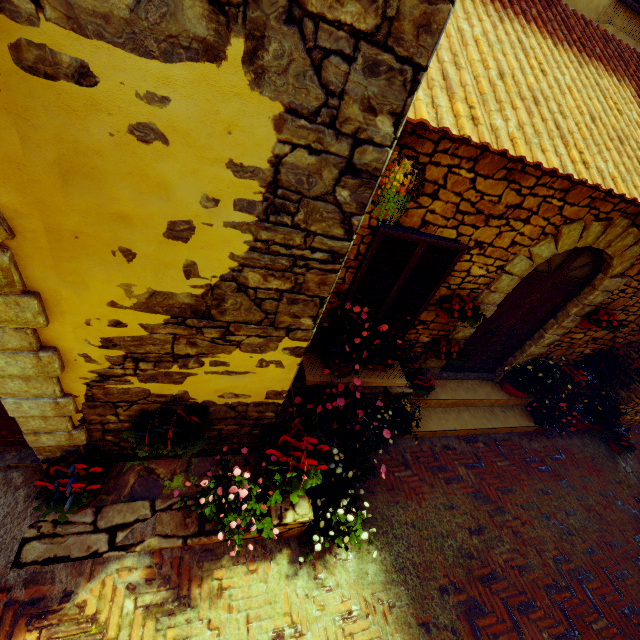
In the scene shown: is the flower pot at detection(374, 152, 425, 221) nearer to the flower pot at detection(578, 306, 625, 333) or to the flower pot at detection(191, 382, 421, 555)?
the flower pot at detection(191, 382, 421, 555)

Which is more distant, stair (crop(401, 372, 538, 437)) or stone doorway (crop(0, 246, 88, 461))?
stair (crop(401, 372, 538, 437))

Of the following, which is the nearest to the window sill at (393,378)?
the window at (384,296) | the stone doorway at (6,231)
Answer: the window at (384,296)

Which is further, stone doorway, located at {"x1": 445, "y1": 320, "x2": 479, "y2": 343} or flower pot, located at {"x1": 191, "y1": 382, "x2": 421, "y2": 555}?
stone doorway, located at {"x1": 445, "y1": 320, "x2": 479, "y2": 343}

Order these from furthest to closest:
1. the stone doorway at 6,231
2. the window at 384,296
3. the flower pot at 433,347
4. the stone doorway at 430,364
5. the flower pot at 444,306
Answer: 1. the stone doorway at 430,364
2. the flower pot at 433,347
3. the flower pot at 444,306
4. the window at 384,296
5. the stone doorway at 6,231

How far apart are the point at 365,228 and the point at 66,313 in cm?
248

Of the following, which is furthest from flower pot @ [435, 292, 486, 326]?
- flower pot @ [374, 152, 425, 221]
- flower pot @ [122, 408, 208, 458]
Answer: flower pot @ [122, 408, 208, 458]

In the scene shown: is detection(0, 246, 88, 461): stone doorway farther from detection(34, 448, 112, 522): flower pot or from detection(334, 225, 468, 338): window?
detection(334, 225, 468, 338): window
